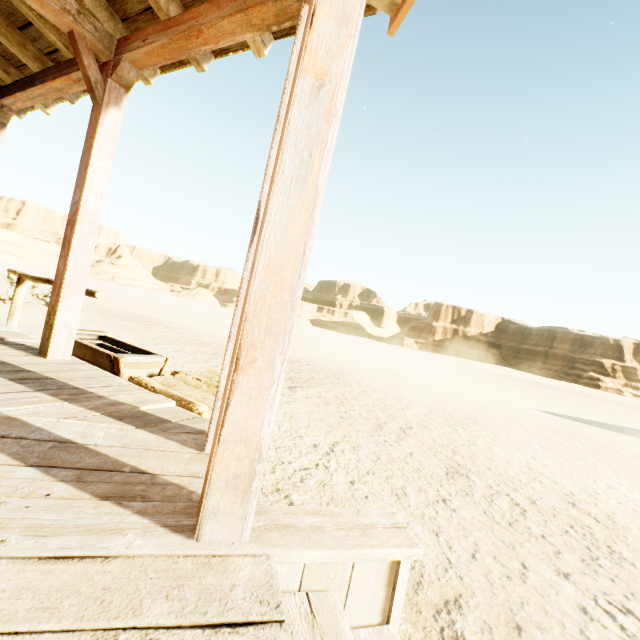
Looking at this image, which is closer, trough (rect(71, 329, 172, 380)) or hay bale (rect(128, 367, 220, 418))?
hay bale (rect(128, 367, 220, 418))

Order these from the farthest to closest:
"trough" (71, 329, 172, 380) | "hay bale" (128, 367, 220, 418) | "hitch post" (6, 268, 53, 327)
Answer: "hitch post" (6, 268, 53, 327), "trough" (71, 329, 172, 380), "hay bale" (128, 367, 220, 418)

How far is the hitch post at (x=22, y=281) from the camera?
5.0m

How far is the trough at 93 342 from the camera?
3.19m

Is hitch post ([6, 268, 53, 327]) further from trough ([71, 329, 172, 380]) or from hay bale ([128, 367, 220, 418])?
hay bale ([128, 367, 220, 418])

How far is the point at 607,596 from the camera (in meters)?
1.88

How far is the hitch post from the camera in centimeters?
501cm

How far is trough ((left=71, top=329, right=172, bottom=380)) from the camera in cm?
319
